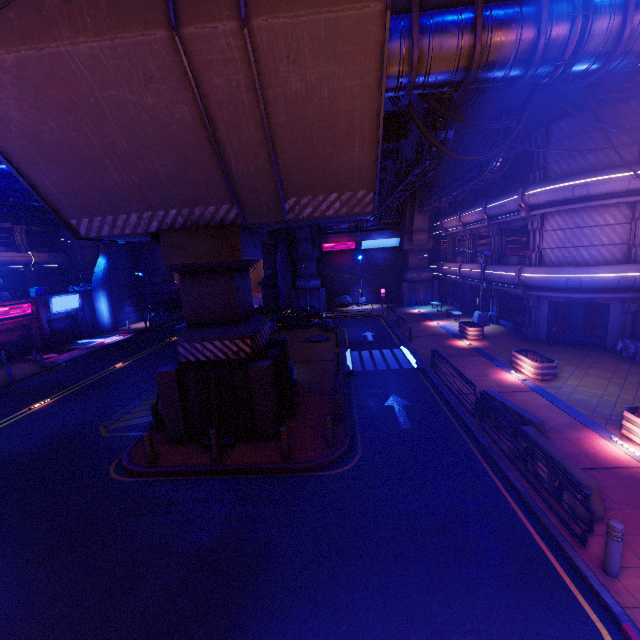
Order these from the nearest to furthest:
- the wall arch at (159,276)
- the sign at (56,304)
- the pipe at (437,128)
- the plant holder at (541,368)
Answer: the pipe at (437,128) < the plant holder at (541,368) < the sign at (56,304) < the wall arch at (159,276)

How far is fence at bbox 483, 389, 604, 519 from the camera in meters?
7.0

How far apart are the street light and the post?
20.54m

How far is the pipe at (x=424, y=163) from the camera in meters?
14.6 m

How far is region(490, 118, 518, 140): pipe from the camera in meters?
16.1

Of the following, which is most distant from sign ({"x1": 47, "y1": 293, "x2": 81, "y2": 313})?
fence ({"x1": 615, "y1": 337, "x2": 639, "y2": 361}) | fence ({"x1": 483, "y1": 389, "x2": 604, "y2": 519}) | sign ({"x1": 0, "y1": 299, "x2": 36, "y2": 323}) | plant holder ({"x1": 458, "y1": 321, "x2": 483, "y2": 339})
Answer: fence ({"x1": 615, "y1": 337, "x2": 639, "y2": 361})

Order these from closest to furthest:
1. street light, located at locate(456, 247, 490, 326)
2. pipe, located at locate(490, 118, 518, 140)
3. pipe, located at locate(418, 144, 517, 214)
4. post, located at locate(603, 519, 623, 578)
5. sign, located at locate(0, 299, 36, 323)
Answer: post, located at locate(603, 519, 623, 578)
pipe, located at locate(490, 118, 518, 140)
pipe, located at locate(418, 144, 517, 214)
street light, located at locate(456, 247, 490, 326)
sign, located at locate(0, 299, 36, 323)

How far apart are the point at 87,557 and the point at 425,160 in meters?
17.9
